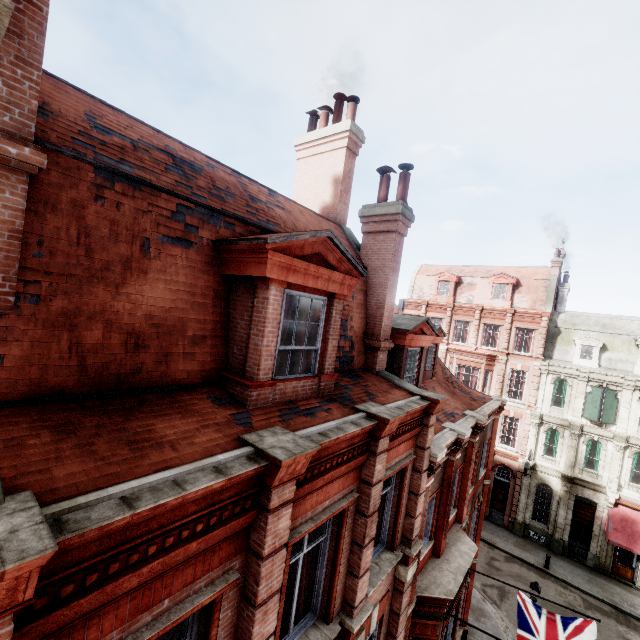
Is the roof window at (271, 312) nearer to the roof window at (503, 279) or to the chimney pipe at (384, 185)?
the chimney pipe at (384, 185)

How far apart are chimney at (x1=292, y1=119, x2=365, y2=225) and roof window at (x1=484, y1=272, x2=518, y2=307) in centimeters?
2430cm

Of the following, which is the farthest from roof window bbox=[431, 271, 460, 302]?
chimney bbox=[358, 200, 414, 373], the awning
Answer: chimney bbox=[358, 200, 414, 373]

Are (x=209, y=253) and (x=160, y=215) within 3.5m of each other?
yes

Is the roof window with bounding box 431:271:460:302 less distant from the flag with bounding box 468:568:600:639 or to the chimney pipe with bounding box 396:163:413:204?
the flag with bounding box 468:568:600:639

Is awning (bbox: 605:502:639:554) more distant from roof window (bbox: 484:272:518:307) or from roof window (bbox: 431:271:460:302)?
roof window (bbox: 431:271:460:302)

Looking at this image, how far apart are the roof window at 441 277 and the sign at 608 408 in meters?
12.2 m

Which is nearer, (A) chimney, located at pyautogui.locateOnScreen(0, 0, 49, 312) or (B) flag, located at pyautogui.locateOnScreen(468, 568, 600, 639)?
(A) chimney, located at pyautogui.locateOnScreen(0, 0, 49, 312)
